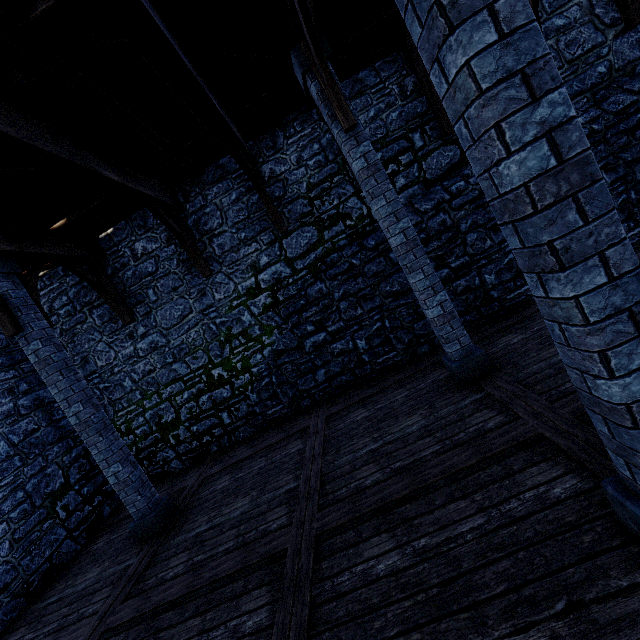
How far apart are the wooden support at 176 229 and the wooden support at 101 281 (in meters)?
2.05

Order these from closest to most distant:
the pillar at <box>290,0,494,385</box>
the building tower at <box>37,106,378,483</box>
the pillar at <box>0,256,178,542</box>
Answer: the pillar at <box>290,0,494,385</box>
the pillar at <box>0,256,178,542</box>
the building tower at <box>37,106,378,483</box>

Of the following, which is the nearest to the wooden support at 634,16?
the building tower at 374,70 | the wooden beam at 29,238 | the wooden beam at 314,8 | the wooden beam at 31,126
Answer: the building tower at 374,70

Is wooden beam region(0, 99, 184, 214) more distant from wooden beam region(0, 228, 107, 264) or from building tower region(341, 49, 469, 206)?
wooden beam region(0, 228, 107, 264)

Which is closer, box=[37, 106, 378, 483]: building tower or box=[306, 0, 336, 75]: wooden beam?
box=[306, 0, 336, 75]: wooden beam

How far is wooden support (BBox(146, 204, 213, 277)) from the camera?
6.5 meters

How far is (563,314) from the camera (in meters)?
1.69

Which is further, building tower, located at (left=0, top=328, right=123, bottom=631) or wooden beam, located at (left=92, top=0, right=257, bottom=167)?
building tower, located at (left=0, top=328, right=123, bottom=631)
